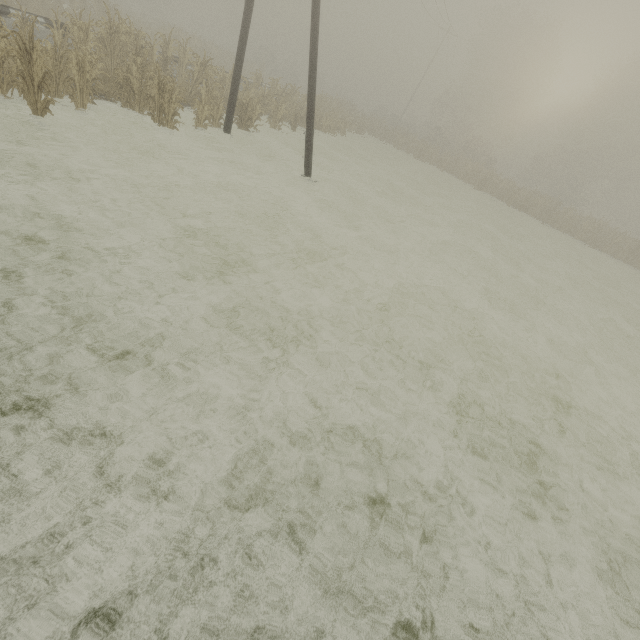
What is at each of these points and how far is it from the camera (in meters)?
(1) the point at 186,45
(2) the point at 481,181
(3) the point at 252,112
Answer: (1) tree, 27.80
(2) tree, 27.97
(3) tree, 13.48

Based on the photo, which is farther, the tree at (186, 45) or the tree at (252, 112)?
the tree at (252, 112)

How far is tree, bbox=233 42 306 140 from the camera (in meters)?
13.94

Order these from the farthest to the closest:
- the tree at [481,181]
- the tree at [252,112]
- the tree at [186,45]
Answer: the tree at [481,181] → the tree at [252,112] → the tree at [186,45]

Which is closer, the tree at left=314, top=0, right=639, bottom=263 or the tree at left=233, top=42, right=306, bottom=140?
the tree at left=233, top=42, right=306, bottom=140

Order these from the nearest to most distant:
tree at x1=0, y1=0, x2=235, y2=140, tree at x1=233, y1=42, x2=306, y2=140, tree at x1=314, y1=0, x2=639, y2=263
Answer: tree at x1=0, y1=0, x2=235, y2=140
tree at x1=233, y1=42, x2=306, y2=140
tree at x1=314, y1=0, x2=639, y2=263
